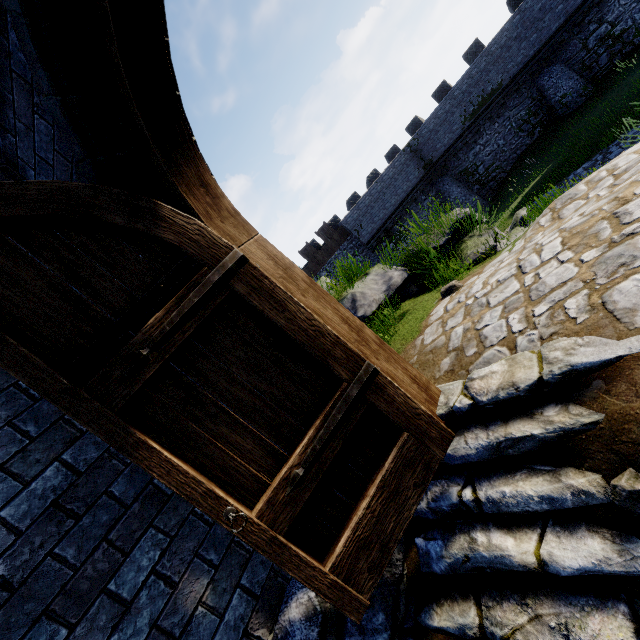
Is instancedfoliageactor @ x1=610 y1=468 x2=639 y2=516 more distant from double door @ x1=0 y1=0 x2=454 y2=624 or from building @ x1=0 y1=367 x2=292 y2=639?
building @ x1=0 y1=367 x2=292 y2=639

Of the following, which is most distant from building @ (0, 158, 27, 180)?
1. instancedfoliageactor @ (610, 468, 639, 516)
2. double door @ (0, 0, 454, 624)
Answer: instancedfoliageactor @ (610, 468, 639, 516)

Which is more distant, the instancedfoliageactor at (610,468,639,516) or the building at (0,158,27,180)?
the building at (0,158,27,180)

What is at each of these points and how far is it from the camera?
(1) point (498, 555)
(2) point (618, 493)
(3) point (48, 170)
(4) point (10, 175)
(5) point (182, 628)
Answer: (1) stairs, 2.0m
(2) instancedfoliageactor, 1.6m
(3) double door, 2.6m
(4) building, 2.6m
(5) building, 2.0m

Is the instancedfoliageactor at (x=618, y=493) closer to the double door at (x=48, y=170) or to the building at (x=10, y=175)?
the double door at (x=48, y=170)

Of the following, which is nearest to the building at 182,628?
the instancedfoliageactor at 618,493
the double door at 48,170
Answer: the double door at 48,170

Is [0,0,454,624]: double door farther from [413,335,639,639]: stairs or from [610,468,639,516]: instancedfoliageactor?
[610,468,639,516]: instancedfoliageactor

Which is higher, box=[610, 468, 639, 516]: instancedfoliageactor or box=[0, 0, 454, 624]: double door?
box=[0, 0, 454, 624]: double door
